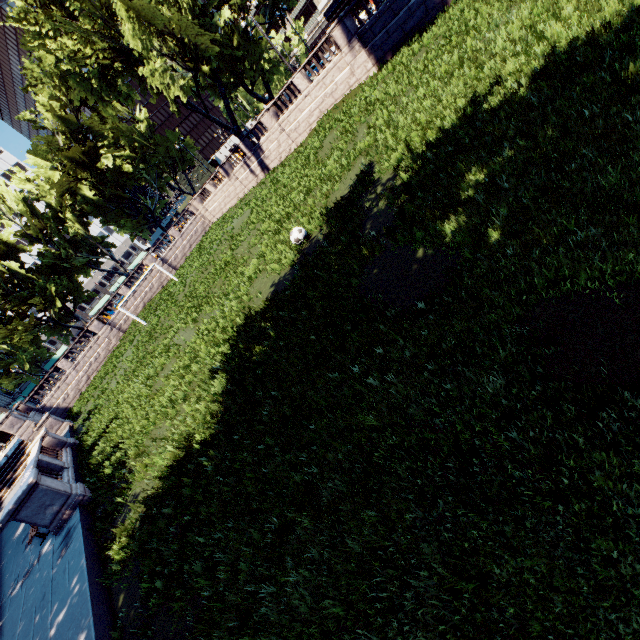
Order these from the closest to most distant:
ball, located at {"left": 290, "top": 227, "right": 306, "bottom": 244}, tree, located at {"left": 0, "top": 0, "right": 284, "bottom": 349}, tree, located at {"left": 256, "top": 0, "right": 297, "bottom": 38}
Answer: ball, located at {"left": 290, "top": 227, "right": 306, "bottom": 244} → tree, located at {"left": 0, "top": 0, "right": 284, "bottom": 349} → tree, located at {"left": 256, "top": 0, "right": 297, "bottom": 38}

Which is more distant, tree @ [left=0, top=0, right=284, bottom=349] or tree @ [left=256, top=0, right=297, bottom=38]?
tree @ [left=256, top=0, right=297, bottom=38]

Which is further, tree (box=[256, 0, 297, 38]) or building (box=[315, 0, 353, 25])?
building (box=[315, 0, 353, 25])

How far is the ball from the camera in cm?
1214

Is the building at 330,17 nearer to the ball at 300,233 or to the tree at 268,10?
the tree at 268,10

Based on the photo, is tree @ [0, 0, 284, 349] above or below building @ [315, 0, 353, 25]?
above

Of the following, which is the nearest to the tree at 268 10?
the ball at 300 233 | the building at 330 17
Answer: the building at 330 17

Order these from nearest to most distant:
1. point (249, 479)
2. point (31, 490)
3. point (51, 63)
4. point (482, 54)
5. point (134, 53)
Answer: point (249, 479) → point (482, 54) → point (31, 490) → point (134, 53) → point (51, 63)
